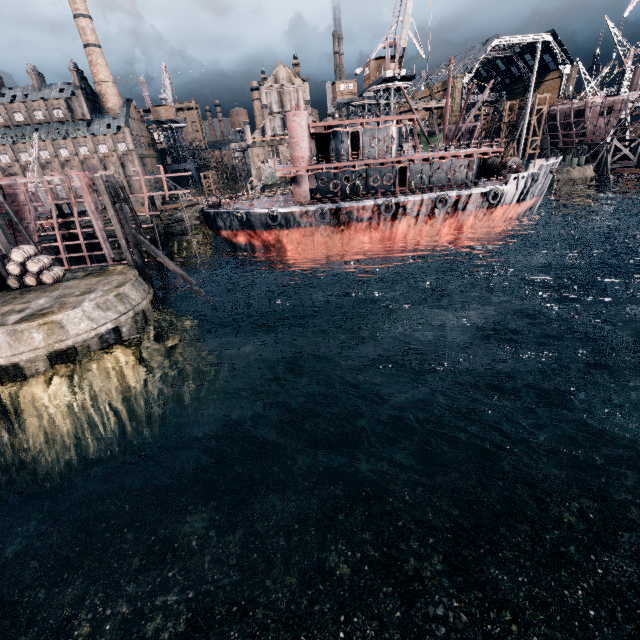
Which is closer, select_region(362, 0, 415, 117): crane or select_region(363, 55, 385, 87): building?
select_region(362, 0, 415, 117): crane

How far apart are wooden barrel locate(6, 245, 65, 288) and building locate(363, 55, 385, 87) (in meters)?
49.77

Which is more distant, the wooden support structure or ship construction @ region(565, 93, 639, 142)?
the wooden support structure

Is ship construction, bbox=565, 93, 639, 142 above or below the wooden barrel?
above

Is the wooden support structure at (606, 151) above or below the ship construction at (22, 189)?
below

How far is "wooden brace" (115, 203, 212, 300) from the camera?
25.2m

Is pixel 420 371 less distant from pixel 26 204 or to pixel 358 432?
pixel 358 432

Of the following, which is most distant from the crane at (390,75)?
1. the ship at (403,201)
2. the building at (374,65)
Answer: the ship at (403,201)
